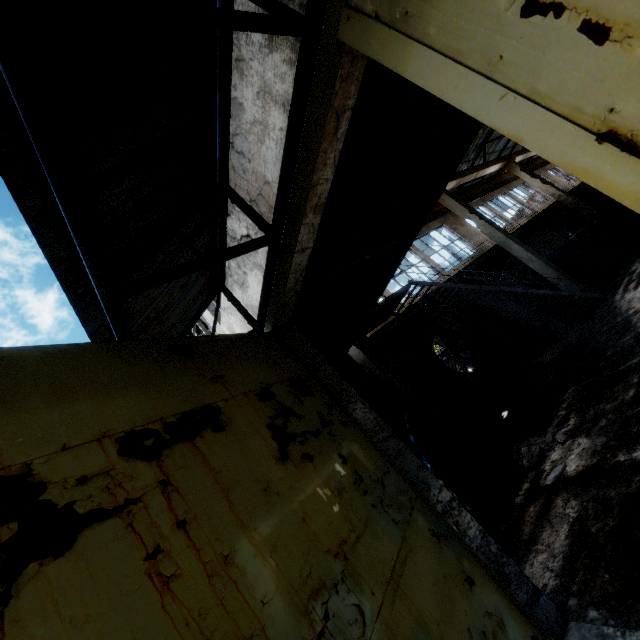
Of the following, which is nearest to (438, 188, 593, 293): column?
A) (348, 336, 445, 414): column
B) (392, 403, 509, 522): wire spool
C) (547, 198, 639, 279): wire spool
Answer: (547, 198, 639, 279): wire spool

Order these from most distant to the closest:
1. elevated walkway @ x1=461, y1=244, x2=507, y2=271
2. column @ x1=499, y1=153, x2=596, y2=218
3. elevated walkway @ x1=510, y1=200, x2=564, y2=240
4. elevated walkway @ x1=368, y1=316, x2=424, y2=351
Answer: column @ x1=499, y1=153, x2=596, y2=218, elevated walkway @ x1=510, y1=200, x2=564, y2=240, elevated walkway @ x1=461, y1=244, x2=507, y2=271, elevated walkway @ x1=368, y1=316, x2=424, y2=351

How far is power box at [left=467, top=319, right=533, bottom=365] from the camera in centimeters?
1336cm

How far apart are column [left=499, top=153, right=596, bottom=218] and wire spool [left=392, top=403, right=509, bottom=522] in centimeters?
1940cm

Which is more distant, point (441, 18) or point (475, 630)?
point (475, 630)

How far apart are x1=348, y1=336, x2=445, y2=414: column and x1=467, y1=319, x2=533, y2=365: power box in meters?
7.4

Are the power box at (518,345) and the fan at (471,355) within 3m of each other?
yes

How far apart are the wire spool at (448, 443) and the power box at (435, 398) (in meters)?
5.00
